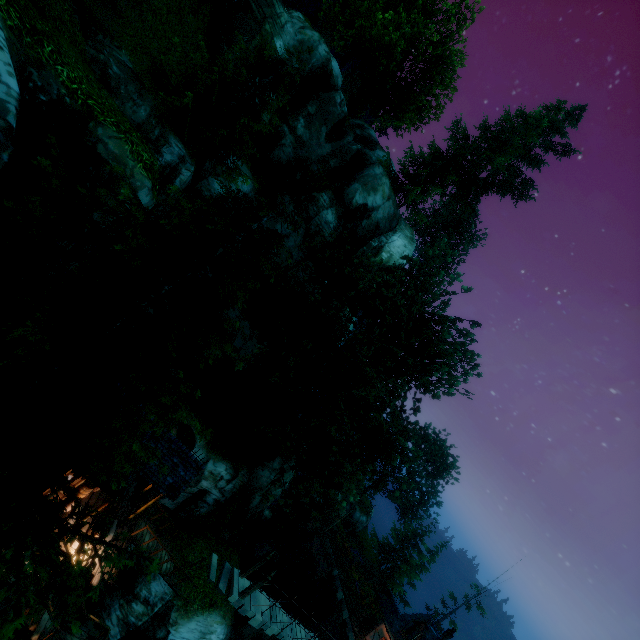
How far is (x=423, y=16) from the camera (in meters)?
27.78

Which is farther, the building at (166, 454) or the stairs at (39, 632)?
the building at (166, 454)

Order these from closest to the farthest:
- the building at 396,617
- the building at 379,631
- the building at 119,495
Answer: the building at 119,495, the building at 396,617, the building at 379,631

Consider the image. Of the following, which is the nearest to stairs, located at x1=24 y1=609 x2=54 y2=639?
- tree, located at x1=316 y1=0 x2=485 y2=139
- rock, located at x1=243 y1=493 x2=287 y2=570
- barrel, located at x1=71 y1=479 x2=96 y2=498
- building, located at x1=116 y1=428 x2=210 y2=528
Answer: building, located at x1=116 y1=428 x2=210 y2=528

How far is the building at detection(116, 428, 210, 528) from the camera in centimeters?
1510cm

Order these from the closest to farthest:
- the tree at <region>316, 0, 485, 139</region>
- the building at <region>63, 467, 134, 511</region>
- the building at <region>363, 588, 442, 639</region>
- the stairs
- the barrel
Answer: the stairs → the building at <region>63, 467, 134, 511</region> → the barrel → the tree at <region>316, 0, 485, 139</region> → the building at <region>363, 588, 442, 639</region>

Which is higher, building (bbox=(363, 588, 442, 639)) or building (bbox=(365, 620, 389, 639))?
building (bbox=(363, 588, 442, 639))

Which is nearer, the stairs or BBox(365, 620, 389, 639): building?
the stairs
